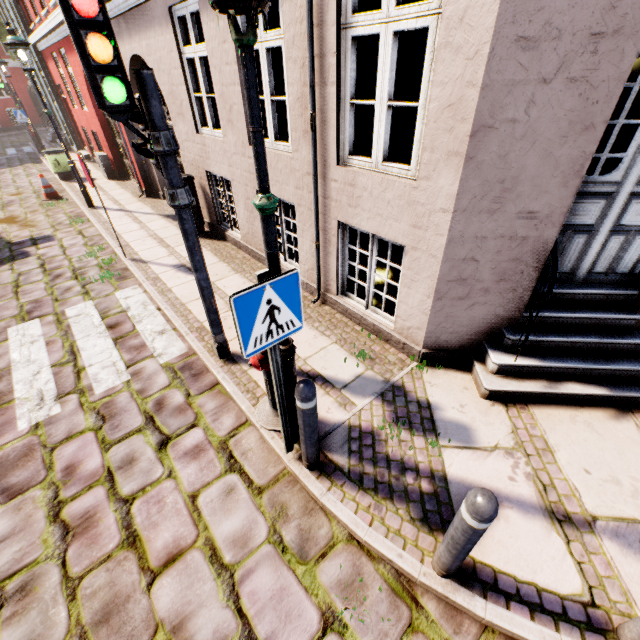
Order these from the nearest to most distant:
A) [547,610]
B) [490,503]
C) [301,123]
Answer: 1. [490,503]
2. [547,610]
3. [301,123]

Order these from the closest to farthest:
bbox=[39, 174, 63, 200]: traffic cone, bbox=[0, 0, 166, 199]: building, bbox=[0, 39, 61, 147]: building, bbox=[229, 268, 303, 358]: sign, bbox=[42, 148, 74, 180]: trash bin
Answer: bbox=[229, 268, 303, 358]: sign < bbox=[0, 0, 166, 199]: building < bbox=[39, 174, 63, 200]: traffic cone < bbox=[42, 148, 74, 180]: trash bin < bbox=[0, 39, 61, 147]: building

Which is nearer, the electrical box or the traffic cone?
the traffic cone

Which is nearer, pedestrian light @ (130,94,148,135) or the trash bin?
pedestrian light @ (130,94,148,135)

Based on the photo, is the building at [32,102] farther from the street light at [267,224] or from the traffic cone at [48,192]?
the traffic cone at [48,192]

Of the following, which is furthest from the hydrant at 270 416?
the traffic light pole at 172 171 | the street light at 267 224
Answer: the traffic light pole at 172 171

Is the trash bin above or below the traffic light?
Result: below

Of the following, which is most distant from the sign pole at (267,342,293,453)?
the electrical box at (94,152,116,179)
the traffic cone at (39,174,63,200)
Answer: the electrical box at (94,152,116,179)
